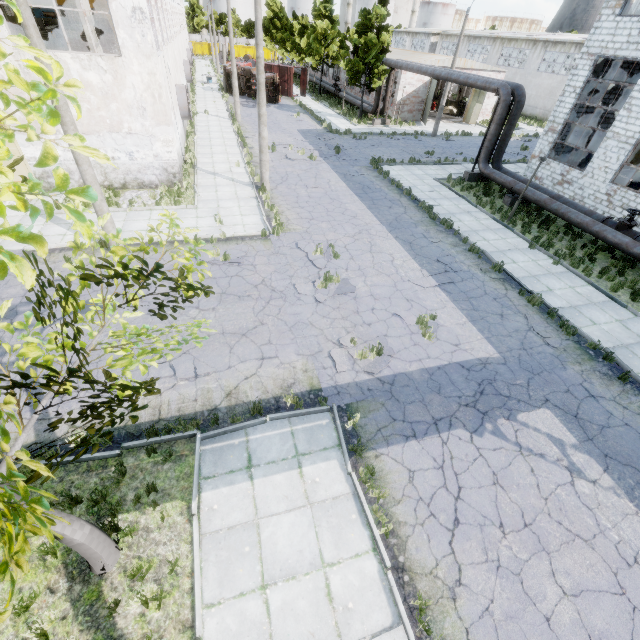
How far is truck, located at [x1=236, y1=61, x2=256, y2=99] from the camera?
37.16m

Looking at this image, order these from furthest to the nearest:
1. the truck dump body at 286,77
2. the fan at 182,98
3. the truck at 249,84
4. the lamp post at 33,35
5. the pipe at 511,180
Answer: the truck dump body at 286,77 → the truck at 249,84 → the fan at 182,98 → the pipe at 511,180 → the lamp post at 33,35

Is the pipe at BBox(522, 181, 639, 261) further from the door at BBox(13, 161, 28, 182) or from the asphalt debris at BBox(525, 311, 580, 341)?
the door at BBox(13, 161, 28, 182)

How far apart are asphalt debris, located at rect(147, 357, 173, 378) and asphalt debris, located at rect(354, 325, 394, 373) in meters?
3.1

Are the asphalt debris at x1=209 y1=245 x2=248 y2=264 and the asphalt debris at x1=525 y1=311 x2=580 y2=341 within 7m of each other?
no

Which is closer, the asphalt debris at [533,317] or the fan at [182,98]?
the asphalt debris at [533,317]

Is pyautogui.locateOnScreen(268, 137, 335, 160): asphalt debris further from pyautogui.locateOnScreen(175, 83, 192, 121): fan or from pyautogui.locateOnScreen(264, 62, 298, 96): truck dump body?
pyautogui.locateOnScreen(264, 62, 298, 96): truck dump body

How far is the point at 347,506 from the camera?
6.2 meters
